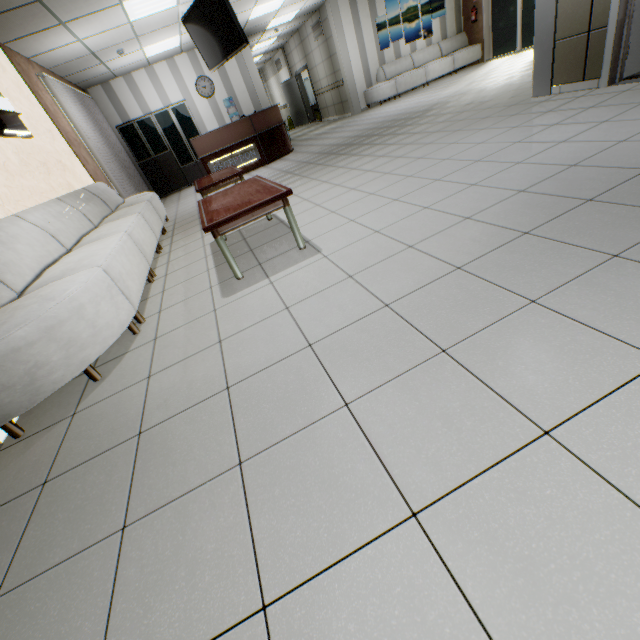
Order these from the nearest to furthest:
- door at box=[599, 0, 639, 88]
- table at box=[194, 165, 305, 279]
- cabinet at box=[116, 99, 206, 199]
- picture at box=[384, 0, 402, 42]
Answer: table at box=[194, 165, 305, 279] < door at box=[599, 0, 639, 88] < cabinet at box=[116, 99, 206, 199] < picture at box=[384, 0, 402, 42]

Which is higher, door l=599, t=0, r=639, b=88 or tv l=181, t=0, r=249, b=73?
tv l=181, t=0, r=249, b=73

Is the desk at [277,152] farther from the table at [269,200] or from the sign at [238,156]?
the table at [269,200]

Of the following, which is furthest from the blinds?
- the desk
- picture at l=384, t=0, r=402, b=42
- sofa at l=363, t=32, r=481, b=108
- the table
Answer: picture at l=384, t=0, r=402, b=42

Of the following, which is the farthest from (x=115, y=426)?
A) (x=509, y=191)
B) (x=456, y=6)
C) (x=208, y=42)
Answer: (x=456, y=6)

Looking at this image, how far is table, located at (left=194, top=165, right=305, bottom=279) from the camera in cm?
263

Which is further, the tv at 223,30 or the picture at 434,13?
the picture at 434,13

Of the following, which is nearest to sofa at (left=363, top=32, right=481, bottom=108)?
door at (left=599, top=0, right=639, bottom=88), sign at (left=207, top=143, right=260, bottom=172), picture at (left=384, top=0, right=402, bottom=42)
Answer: picture at (left=384, top=0, right=402, bottom=42)
